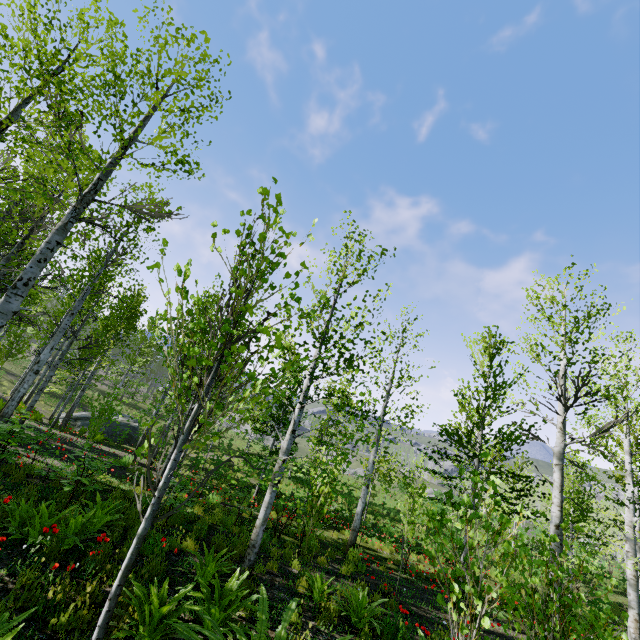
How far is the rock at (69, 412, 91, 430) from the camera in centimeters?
2100cm

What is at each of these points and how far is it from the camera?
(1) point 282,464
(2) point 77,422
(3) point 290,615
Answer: (1) instancedfoliageactor, 6.9 meters
(2) rock, 21.6 meters
(3) instancedfoliageactor, 3.9 meters

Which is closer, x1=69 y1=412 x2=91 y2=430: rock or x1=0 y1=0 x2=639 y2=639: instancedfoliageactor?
x1=0 y1=0 x2=639 y2=639: instancedfoliageactor

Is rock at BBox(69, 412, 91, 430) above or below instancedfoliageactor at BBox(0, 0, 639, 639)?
below

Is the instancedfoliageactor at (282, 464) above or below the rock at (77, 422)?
above
